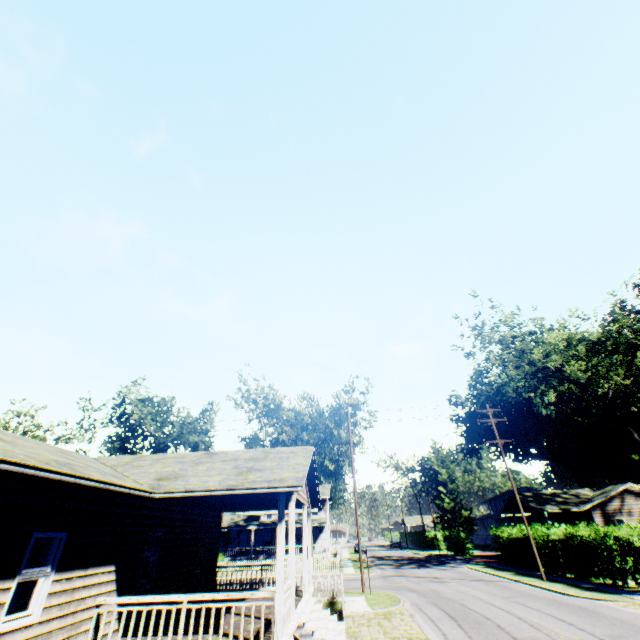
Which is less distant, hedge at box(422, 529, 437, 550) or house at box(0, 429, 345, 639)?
house at box(0, 429, 345, 639)

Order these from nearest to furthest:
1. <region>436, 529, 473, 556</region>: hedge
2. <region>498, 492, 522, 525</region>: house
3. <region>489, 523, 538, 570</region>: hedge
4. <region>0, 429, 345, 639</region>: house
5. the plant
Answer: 1. <region>0, 429, 345, 639</region>: house
2. <region>489, 523, 538, 570</region>: hedge
3. <region>498, 492, 522, 525</region>: house
4. <region>436, 529, 473, 556</region>: hedge
5. the plant

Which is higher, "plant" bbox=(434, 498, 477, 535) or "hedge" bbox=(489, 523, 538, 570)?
"plant" bbox=(434, 498, 477, 535)

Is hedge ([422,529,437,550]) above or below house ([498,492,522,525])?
below

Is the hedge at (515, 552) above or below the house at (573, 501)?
below

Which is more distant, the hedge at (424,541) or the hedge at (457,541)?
the hedge at (424,541)

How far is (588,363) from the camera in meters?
41.0

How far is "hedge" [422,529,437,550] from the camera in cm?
5378
